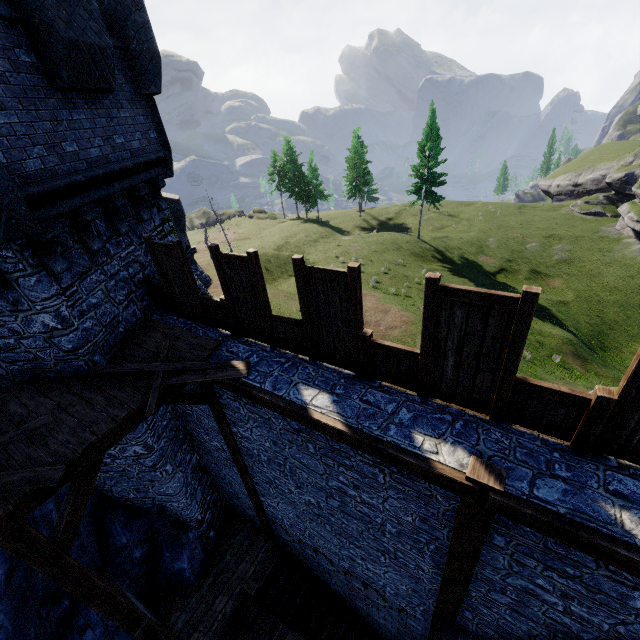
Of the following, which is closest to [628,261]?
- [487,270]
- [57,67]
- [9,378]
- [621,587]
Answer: [487,270]

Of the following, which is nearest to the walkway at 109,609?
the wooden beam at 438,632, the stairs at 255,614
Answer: the wooden beam at 438,632

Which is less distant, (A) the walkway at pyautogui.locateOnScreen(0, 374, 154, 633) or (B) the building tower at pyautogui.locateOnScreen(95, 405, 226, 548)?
(A) the walkway at pyautogui.locateOnScreen(0, 374, 154, 633)

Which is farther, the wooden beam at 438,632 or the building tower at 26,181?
the wooden beam at 438,632

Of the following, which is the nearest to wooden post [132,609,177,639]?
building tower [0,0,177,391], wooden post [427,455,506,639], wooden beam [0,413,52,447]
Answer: building tower [0,0,177,391]

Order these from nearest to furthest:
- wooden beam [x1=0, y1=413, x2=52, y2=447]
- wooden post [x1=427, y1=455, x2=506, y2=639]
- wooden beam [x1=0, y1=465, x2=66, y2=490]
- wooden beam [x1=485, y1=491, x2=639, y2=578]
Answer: wooden beam [x1=485, y1=491, x2=639, y2=578], wooden post [x1=427, y1=455, x2=506, y2=639], wooden beam [x1=0, y1=465, x2=66, y2=490], wooden beam [x1=0, y1=413, x2=52, y2=447]

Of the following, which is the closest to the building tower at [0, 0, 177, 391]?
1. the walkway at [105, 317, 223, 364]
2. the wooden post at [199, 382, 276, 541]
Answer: the walkway at [105, 317, 223, 364]

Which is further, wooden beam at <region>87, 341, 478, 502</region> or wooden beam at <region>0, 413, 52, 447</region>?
wooden beam at <region>0, 413, 52, 447</region>
